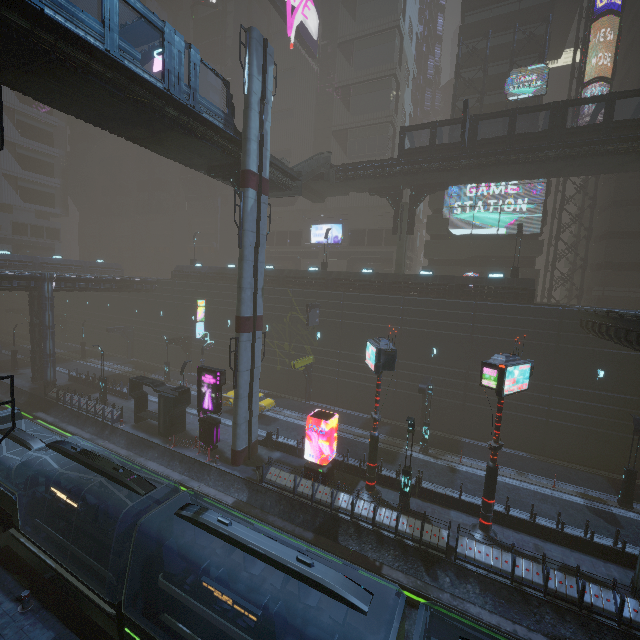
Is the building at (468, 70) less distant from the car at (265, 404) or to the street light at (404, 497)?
the street light at (404, 497)

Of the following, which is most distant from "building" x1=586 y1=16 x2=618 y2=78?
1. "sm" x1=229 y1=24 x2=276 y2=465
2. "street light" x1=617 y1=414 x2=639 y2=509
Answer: "street light" x1=617 y1=414 x2=639 y2=509

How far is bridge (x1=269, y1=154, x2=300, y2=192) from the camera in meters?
23.5 m

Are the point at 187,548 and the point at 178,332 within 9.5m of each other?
no

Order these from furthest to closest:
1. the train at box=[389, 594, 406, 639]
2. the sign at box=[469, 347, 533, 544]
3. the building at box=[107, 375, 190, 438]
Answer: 1. the building at box=[107, 375, 190, 438]
2. the sign at box=[469, 347, 533, 544]
3. the train at box=[389, 594, 406, 639]

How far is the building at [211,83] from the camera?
52.9 meters

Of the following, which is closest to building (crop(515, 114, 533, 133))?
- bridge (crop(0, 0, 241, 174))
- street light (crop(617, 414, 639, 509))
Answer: street light (crop(617, 414, 639, 509))

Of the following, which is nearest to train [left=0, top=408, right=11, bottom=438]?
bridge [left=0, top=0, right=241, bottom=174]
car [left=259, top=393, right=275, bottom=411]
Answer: car [left=259, top=393, right=275, bottom=411]
